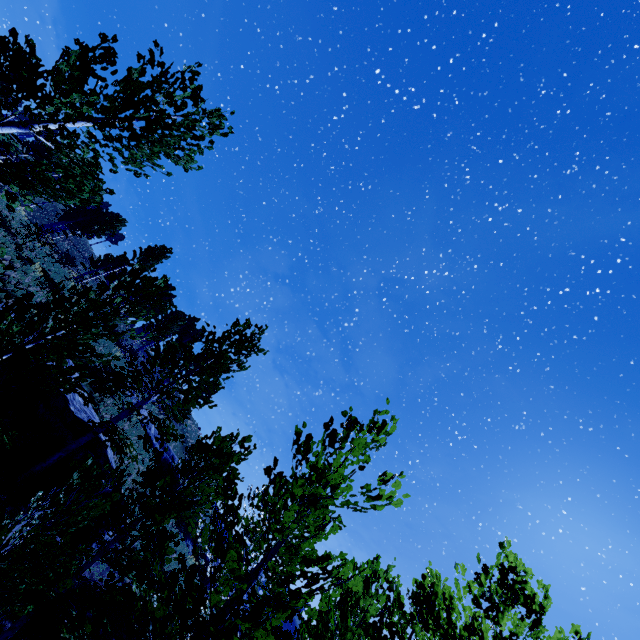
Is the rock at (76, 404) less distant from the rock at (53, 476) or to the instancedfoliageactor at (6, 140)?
the rock at (53, 476)

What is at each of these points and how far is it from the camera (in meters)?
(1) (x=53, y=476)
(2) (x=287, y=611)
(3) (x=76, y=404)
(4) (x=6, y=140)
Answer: (1) rock, 10.79
(2) instancedfoliageactor, 4.15
(3) rock, 12.98
(4) instancedfoliageactor, 7.71

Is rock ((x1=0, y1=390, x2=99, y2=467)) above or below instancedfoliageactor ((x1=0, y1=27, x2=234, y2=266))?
below

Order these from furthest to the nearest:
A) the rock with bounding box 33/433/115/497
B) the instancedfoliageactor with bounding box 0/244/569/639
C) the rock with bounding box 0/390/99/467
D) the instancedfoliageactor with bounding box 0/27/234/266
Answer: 1. the rock with bounding box 33/433/115/497
2. the rock with bounding box 0/390/99/467
3. the instancedfoliageactor with bounding box 0/27/234/266
4. the instancedfoliageactor with bounding box 0/244/569/639

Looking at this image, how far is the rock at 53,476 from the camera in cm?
1065

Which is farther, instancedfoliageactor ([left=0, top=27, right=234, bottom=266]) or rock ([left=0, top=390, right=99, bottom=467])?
rock ([left=0, top=390, right=99, bottom=467])

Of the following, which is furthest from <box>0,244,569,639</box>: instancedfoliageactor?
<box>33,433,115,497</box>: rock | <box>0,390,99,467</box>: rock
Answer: <box>33,433,115,497</box>: rock

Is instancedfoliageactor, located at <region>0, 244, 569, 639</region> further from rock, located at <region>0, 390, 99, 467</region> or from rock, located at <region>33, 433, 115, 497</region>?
rock, located at <region>33, 433, 115, 497</region>
